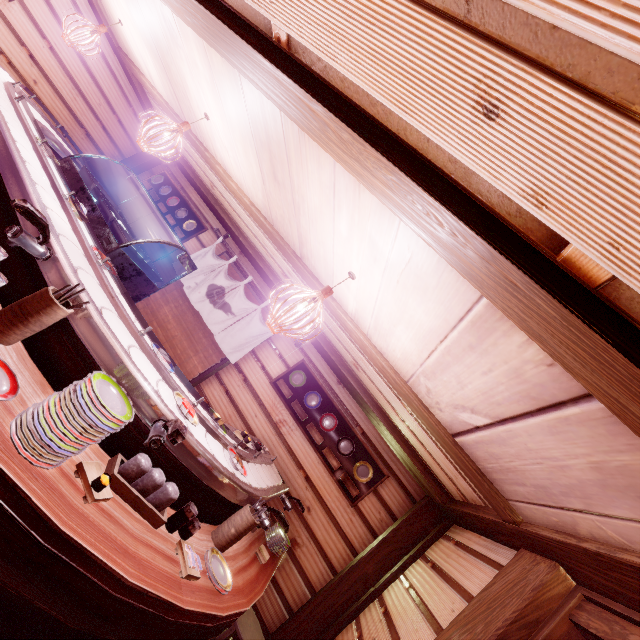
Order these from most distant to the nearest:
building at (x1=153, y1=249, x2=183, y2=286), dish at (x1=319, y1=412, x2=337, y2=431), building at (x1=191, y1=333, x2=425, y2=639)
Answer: building at (x1=153, y1=249, x2=183, y2=286) < dish at (x1=319, y1=412, x2=337, y2=431) < building at (x1=191, y1=333, x2=425, y2=639)

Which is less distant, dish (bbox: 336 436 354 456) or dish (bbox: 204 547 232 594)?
dish (bbox: 204 547 232 594)

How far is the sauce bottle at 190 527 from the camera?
3.48m

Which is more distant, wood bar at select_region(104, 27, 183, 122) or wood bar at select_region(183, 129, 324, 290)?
wood bar at select_region(104, 27, 183, 122)

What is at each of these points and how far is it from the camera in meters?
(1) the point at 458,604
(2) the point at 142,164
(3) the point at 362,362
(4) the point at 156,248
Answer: (1) building, 4.6 m
(2) wood pole, 12.7 m
(3) building, 6.8 m
(4) building, 11.3 m

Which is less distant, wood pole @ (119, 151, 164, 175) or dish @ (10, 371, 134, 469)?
dish @ (10, 371, 134, 469)

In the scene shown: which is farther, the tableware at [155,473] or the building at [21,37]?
the building at [21,37]

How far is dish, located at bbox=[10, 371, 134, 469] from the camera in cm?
231
